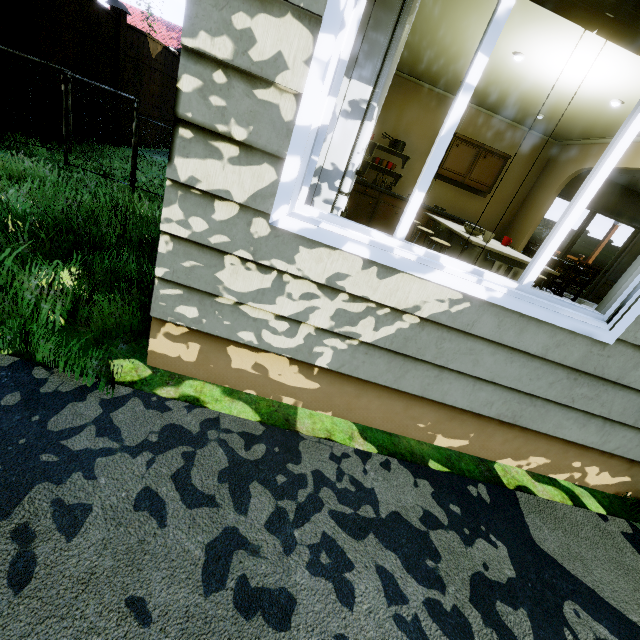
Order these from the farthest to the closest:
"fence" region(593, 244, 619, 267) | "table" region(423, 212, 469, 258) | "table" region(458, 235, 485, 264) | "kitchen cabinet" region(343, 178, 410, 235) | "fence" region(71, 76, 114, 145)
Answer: "fence" region(593, 244, 619, 267) < "kitchen cabinet" region(343, 178, 410, 235) < "fence" region(71, 76, 114, 145) < "table" region(423, 212, 469, 258) < "table" region(458, 235, 485, 264)

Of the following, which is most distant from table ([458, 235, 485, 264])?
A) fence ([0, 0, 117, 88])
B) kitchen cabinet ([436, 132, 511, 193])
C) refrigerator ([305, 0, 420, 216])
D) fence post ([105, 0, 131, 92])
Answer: fence post ([105, 0, 131, 92])

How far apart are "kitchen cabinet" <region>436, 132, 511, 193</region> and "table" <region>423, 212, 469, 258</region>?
1.2 meters

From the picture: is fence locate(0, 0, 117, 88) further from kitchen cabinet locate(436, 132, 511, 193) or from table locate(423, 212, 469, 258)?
table locate(423, 212, 469, 258)

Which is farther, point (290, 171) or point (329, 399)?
point (329, 399)

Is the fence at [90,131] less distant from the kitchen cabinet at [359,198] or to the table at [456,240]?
the kitchen cabinet at [359,198]

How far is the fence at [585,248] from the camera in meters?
16.9 m
